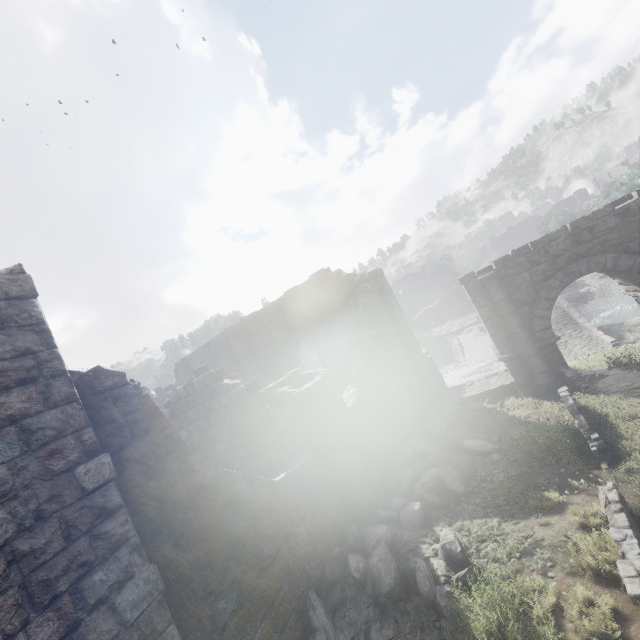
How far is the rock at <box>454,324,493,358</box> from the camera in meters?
33.4

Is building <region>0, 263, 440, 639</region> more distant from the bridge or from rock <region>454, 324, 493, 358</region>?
rock <region>454, 324, 493, 358</region>

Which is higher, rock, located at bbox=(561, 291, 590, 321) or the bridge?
the bridge

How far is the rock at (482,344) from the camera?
33.43m

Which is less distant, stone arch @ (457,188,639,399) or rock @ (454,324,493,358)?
stone arch @ (457,188,639,399)

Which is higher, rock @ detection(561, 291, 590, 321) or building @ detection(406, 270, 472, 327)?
building @ detection(406, 270, 472, 327)

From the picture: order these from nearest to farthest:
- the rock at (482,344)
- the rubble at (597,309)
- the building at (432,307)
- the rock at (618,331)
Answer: the rock at (618,331) → the rubble at (597,309) → the rock at (482,344) → the building at (432,307)

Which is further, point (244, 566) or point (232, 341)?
point (232, 341)
